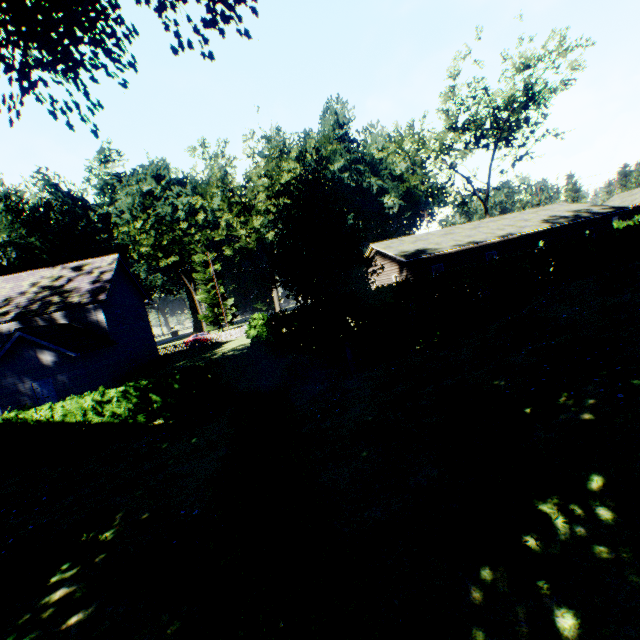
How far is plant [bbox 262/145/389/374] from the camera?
12.2 meters

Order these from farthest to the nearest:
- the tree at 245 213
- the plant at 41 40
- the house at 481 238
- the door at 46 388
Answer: the tree at 245 213 → the house at 481 238 → the door at 46 388 → the plant at 41 40

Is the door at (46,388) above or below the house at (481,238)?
below

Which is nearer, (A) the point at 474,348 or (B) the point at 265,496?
(B) the point at 265,496

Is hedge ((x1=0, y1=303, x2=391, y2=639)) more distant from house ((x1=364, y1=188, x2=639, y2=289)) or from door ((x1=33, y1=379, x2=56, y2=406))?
house ((x1=364, y1=188, x2=639, y2=289))

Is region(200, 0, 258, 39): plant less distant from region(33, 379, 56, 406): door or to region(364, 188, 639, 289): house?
region(364, 188, 639, 289): house

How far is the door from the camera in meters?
20.8 m

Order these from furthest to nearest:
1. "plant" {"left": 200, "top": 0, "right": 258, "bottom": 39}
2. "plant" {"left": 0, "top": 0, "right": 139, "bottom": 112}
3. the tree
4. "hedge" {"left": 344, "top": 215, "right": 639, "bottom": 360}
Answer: the tree, "hedge" {"left": 344, "top": 215, "right": 639, "bottom": 360}, "plant" {"left": 200, "top": 0, "right": 258, "bottom": 39}, "plant" {"left": 0, "top": 0, "right": 139, "bottom": 112}
